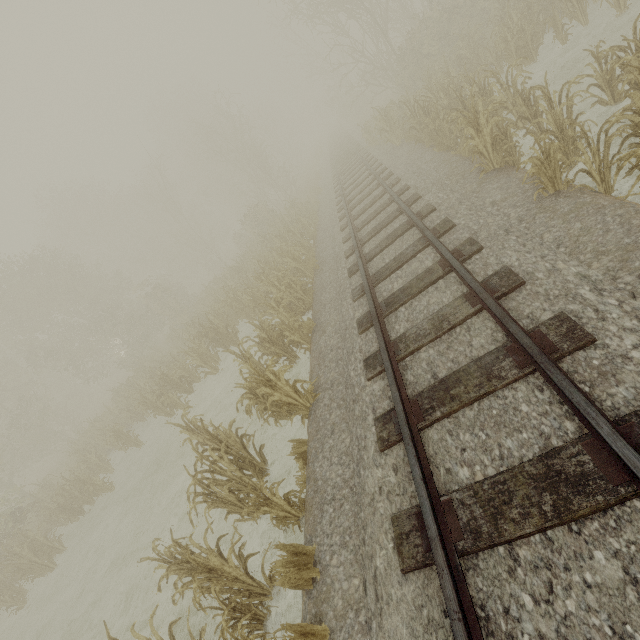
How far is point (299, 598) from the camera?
4.66m
